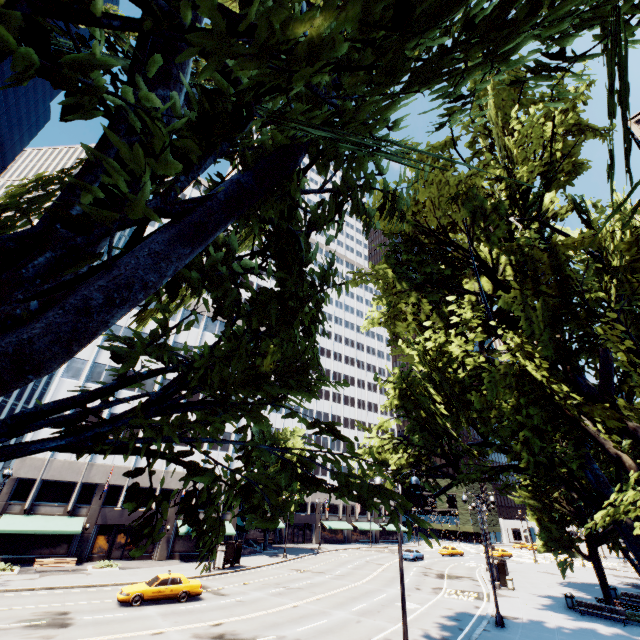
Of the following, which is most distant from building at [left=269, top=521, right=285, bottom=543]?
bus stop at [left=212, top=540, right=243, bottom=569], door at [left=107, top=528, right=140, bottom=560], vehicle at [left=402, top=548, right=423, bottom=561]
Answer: vehicle at [left=402, top=548, right=423, bottom=561]

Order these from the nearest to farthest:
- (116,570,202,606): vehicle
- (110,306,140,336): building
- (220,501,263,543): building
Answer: (116,570,202,606): vehicle
(220,501,263,543): building
(110,306,140,336): building

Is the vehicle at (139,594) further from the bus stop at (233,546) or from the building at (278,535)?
the building at (278,535)

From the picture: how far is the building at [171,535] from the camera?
35.9 meters

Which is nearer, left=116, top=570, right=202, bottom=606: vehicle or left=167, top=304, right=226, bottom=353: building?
left=116, top=570, right=202, bottom=606: vehicle

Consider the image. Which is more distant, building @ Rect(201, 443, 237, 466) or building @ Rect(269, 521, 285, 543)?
building @ Rect(269, 521, 285, 543)

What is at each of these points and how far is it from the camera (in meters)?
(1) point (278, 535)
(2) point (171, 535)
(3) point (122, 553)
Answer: (1) building, 58.97
(2) building, 37.16
(3) door, 34.50
